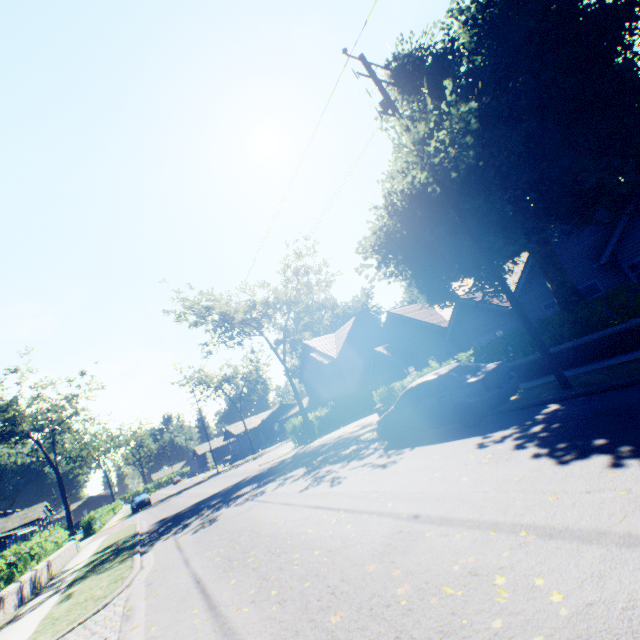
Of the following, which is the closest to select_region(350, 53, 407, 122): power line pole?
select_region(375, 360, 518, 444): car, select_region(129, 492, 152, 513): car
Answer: select_region(375, 360, 518, 444): car

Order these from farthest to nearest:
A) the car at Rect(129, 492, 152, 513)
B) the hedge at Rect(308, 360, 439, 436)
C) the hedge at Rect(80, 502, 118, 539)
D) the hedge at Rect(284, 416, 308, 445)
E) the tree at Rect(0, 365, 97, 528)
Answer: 1. the tree at Rect(0, 365, 97, 528)
2. the car at Rect(129, 492, 152, 513)
3. the hedge at Rect(80, 502, 118, 539)
4. the hedge at Rect(284, 416, 308, 445)
5. the hedge at Rect(308, 360, 439, 436)

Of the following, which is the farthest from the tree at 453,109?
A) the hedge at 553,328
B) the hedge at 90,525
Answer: the hedge at 90,525

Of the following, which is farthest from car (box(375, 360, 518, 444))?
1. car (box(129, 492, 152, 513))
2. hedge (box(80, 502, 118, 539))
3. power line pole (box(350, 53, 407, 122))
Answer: car (box(129, 492, 152, 513))

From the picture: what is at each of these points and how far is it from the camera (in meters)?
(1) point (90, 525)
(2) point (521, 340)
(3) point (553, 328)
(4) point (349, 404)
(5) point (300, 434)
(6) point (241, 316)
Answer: (1) hedge, 31.25
(2) hedge, 11.65
(3) hedge, 10.65
(4) hedge, 31.86
(5) hedge, 28.61
(6) tree, 30.66

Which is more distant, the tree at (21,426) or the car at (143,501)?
the tree at (21,426)

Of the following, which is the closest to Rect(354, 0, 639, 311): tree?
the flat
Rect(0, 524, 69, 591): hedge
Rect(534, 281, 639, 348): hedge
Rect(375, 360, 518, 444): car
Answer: Rect(534, 281, 639, 348): hedge

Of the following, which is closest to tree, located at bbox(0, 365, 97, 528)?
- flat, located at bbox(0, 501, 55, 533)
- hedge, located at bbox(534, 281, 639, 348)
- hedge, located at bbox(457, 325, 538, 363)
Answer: hedge, located at bbox(534, 281, 639, 348)
